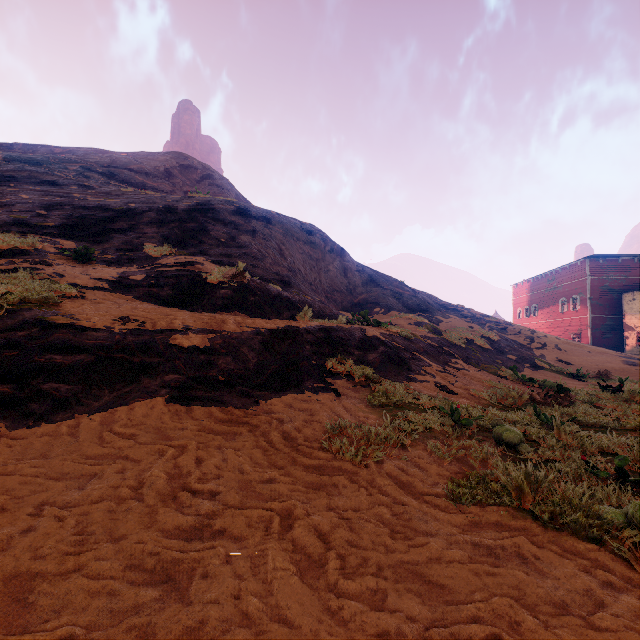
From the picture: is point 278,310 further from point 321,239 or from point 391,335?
point 321,239

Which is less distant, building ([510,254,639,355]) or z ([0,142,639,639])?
z ([0,142,639,639])

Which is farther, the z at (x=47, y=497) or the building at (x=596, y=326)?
the building at (x=596, y=326)
